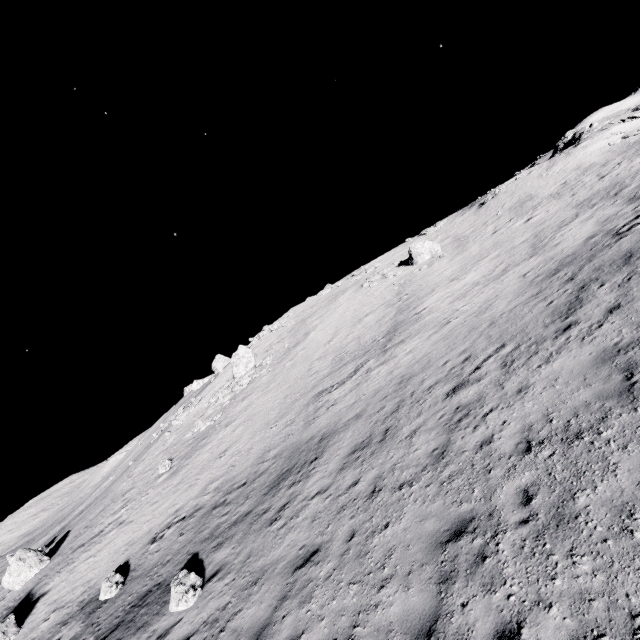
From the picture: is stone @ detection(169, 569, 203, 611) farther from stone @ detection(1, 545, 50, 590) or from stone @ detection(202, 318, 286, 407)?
stone @ detection(202, 318, 286, 407)

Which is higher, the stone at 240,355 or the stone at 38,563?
the stone at 240,355

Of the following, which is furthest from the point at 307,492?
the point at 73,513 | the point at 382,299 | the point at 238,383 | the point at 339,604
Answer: the point at 73,513

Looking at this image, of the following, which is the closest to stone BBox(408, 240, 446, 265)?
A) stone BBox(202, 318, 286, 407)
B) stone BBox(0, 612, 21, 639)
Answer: stone BBox(202, 318, 286, 407)

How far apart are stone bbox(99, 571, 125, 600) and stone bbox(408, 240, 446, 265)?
33.0 meters

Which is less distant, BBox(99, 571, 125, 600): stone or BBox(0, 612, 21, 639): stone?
BBox(99, 571, 125, 600): stone

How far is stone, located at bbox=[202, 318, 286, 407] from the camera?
33.3m

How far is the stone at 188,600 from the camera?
9.4 meters
